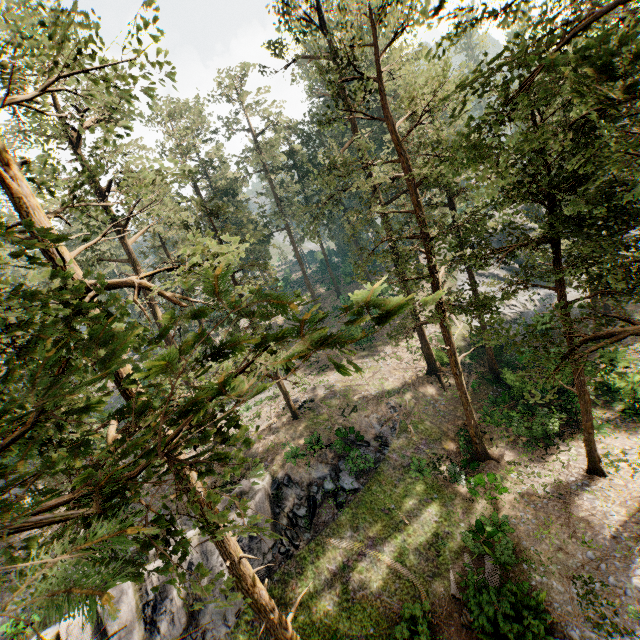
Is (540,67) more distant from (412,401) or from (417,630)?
(412,401)

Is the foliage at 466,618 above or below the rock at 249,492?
below

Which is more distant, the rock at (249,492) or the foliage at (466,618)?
the rock at (249,492)

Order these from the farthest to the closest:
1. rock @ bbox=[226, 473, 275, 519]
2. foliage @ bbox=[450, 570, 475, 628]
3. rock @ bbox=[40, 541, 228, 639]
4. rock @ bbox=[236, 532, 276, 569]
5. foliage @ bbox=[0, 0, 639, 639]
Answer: rock @ bbox=[226, 473, 275, 519] < rock @ bbox=[236, 532, 276, 569] < rock @ bbox=[40, 541, 228, 639] < foliage @ bbox=[450, 570, 475, 628] < foliage @ bbox=[0, 0, 639, 639]

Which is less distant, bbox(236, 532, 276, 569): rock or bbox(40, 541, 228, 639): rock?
bbox(40, 541, 228, 639): rock

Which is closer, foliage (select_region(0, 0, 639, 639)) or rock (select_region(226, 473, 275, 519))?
foliage (select_region(0, 0, 639, 639))

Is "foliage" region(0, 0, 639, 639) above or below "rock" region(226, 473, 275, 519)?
above
